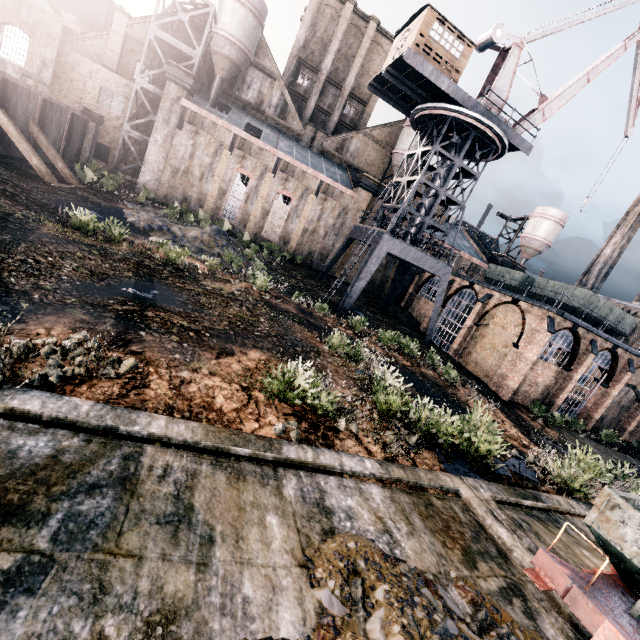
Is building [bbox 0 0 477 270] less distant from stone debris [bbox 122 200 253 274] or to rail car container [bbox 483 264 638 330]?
stone debris [bbox 122 200 253 274]

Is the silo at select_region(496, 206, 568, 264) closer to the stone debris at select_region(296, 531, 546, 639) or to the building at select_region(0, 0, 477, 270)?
the building at select_region(0, 0, 477, 270)

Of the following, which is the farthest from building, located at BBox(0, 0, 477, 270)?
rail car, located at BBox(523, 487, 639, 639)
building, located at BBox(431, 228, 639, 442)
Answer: rail car, located at BBox(523, 487, 639, 639)

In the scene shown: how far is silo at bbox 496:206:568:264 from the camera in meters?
50.8

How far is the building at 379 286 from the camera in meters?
42.4

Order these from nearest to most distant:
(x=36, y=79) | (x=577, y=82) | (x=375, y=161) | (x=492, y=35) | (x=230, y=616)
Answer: (x=230, y=616) < (x=492, y=35) < (x=36, y=79) < (x=577, y=82) < (x=375, y=161)

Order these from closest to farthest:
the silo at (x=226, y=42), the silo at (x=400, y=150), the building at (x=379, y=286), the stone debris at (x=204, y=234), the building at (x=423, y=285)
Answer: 1. the stone debris at (x=204, y=234)
2. the silo at (x=226, y=42)
3. the building at (x=423, y=285)
4. the silo at (x=400, y=150)
5. the building at (x=379, y=286)

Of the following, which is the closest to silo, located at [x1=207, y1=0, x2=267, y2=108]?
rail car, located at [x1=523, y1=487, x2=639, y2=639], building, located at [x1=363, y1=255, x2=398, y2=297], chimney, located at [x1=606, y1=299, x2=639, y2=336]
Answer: building, located at [x1=363, y1=255, x2=398, y2=297]
